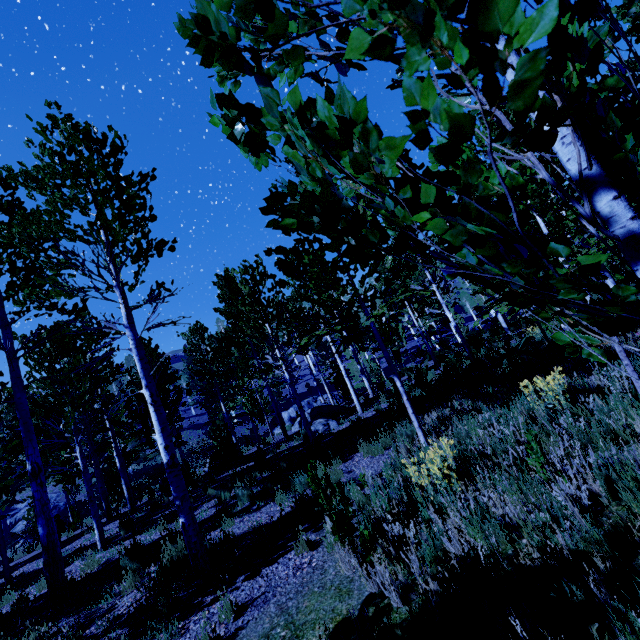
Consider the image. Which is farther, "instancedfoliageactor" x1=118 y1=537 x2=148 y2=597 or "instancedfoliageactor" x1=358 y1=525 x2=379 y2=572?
"instancedfoliageactor" x1=118 y1=537 x2=148 y2=597

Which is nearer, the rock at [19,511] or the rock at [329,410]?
the rock at [329,410]

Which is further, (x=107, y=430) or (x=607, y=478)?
(x=107, y=430)

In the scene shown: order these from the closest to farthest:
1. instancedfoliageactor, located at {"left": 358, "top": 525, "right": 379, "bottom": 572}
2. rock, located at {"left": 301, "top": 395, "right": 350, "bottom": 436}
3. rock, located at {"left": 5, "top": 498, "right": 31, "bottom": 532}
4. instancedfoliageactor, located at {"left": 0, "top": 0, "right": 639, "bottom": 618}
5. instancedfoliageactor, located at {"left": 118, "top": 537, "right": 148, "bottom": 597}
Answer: instancedfoliageactor, located at {"left": 0, "top": 0, "right": 639, "bottom": 618} < instancedfoliageactor, located at {"left": 358, "top": 525, "right": 379, "bottom": 572} < instancedfoliageactor, located at {"left": 118, "top": 537, "right": 148, "bottom": 597} < rock, located at {"left": 301, "top": 395, "right": 350, "bottom": 436} < rock, located at {"left": 5, "top": 498, "right": 31, "bottom": 532}

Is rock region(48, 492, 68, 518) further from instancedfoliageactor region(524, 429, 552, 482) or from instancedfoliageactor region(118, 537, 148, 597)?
instancedfoliageactor region(524, 429, 552, 482)

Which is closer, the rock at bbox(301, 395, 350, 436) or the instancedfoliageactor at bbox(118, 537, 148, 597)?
the instancedfoliageactor at bbox(118, 537, 148, 597)

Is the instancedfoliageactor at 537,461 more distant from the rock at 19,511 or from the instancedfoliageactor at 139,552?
the rock at 19,511
